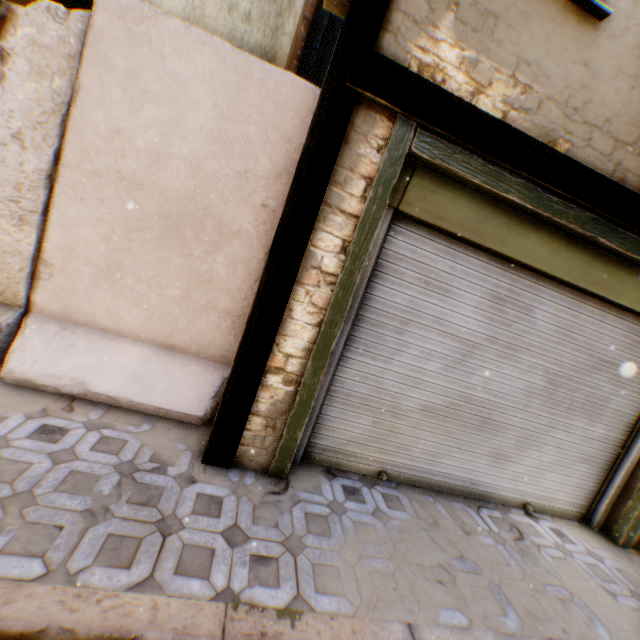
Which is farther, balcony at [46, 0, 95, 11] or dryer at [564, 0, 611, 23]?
balcony at [46, 0, 95, 11]

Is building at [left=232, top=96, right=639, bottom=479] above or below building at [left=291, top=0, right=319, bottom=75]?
below

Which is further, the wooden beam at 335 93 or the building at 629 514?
the building at 629 514

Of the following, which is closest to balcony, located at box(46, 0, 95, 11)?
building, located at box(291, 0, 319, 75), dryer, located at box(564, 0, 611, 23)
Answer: building, located at box(291, 0, 319, 75)

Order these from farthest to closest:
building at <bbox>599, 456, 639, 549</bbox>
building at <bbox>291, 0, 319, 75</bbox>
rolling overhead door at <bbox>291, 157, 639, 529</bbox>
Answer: building at <bbox>291, 0, 319, 75</bbox> → building at <bbox>599, 456, 639, 549</bbox> → rolling overhead door at <bbox>291, 157, 639, 529</bbox>

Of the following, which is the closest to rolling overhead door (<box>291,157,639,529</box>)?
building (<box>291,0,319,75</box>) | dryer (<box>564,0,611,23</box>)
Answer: building (<box>291,0,319,75</box>)

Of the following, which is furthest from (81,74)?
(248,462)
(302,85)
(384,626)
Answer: (384,626)

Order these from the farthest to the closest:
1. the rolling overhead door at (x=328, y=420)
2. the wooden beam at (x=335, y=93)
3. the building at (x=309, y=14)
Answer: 1. the building at (x=309, y=14)
2. the rolling overhead door at (x=328, y=420)
3. the wooden beam at (x=335, y=93)
